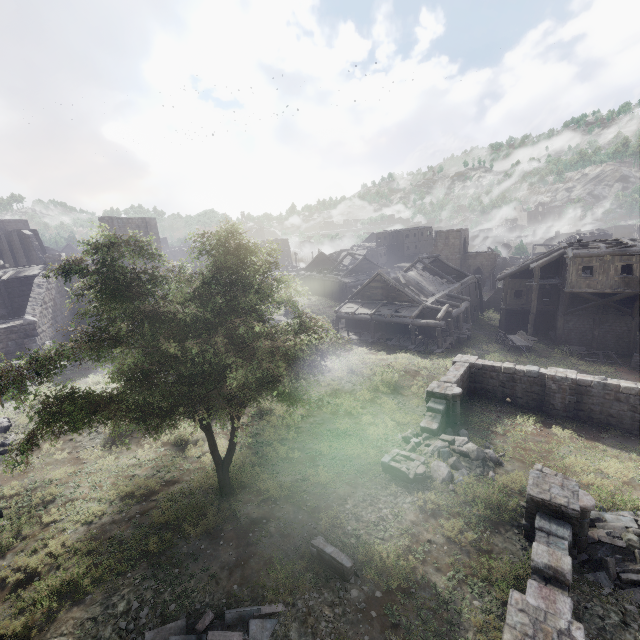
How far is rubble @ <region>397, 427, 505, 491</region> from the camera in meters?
12.9

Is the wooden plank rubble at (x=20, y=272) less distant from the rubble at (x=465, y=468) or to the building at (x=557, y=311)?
the building at (x=557, y=311)

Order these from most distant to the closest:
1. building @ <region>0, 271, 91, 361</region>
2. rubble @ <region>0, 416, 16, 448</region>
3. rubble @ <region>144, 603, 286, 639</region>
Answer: building @ <region>0, 271, 91, 361</region>, rubble @ <region>0, 416, 16, 448</region>, rubble @ <region>144, 603, 286, 639</region>

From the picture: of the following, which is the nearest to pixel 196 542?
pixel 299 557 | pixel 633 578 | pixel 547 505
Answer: pixel 299 557

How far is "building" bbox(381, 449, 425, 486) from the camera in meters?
12.6

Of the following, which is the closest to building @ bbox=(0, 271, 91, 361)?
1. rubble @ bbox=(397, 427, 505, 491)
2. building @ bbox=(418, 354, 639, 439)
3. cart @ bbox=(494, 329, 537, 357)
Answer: cart @ bbox=(494, 329, 537, 357)

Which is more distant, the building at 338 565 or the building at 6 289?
the building at 6 289

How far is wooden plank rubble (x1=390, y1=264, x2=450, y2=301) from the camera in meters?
32.0 m
